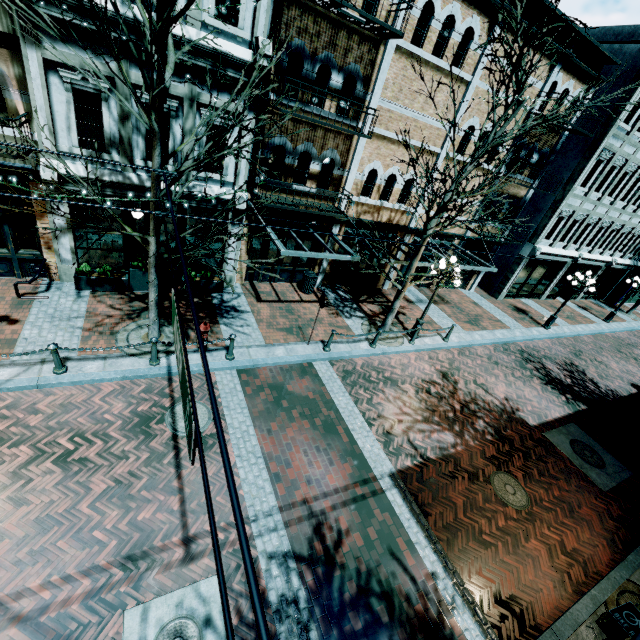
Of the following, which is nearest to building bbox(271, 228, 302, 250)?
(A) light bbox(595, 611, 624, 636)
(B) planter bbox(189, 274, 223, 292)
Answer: (B) planter bbox(189, 274, 223, 292)

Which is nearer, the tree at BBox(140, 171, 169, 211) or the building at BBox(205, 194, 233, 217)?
the tree at BBox(140, 171, 169, 211)

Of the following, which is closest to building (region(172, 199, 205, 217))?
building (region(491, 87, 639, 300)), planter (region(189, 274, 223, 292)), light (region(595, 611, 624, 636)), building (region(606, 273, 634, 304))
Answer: planter (region(189, 274, 223, 292))

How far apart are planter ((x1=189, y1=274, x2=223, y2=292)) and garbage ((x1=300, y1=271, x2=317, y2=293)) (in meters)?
3.37

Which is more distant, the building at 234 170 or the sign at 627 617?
the building at 234 170

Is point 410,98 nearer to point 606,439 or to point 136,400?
point 136,400

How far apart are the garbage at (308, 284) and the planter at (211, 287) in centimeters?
337cm

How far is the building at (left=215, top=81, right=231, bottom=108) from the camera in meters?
9.0
